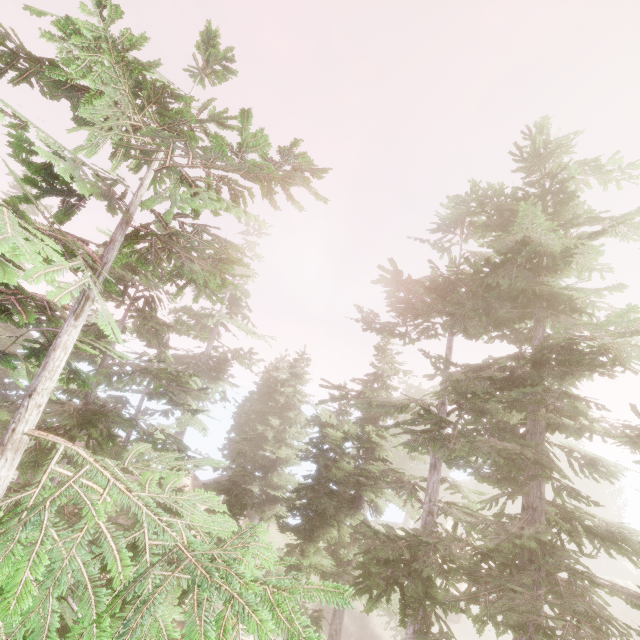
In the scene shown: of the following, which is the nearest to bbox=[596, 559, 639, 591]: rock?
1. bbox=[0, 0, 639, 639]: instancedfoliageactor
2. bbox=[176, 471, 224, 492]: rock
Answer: bbox=[0, 0, 639, 639]: instancedfoliageactor

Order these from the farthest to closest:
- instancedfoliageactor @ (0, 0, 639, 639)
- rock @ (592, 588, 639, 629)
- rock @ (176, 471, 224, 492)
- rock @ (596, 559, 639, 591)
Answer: rock @ (596, 559, 639, 591) < rock @ (592, 588, 639, 629) < rock @ (176, 471, 224, 492) < instancedfoliageactor @ (0, 0, 639, 639)

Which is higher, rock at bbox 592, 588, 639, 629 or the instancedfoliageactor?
the instancedfoliageactor

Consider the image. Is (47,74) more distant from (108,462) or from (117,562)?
(117,562)

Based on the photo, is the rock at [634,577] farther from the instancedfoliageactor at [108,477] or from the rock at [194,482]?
the rock at [194,482]

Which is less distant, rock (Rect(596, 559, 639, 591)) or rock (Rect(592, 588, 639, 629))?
rock (Rect(592, 588, 639, 629))

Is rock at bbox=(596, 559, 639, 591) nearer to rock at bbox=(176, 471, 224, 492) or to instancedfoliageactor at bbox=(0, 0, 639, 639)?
instancedfoliageactor at bbox=(0, 0, 639, 639)

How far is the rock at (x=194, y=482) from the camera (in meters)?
28.21
